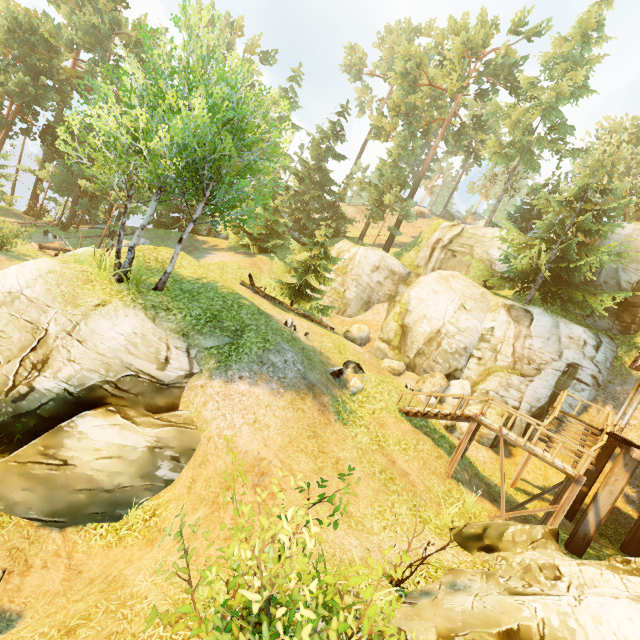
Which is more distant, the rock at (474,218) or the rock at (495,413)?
the rock at (474,218)

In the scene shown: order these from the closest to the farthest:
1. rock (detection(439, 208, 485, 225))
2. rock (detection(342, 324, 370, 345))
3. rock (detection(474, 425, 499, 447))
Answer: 1. rock (detection(474, 425, 499, 447))
2. rock (detection(342, 324, 370, 345))
3. rock (detection(439, 208, 485, 225))

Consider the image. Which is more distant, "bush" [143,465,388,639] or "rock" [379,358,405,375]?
"rock" [379,358,405,375]

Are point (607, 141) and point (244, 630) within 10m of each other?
no

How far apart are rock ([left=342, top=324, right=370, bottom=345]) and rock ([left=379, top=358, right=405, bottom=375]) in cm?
270

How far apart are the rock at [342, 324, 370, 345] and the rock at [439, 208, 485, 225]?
41.07m

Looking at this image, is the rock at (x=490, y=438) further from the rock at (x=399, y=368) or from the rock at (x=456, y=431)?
the rock at (x=399, y=368)

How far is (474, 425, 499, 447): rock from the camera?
16.7 meters
